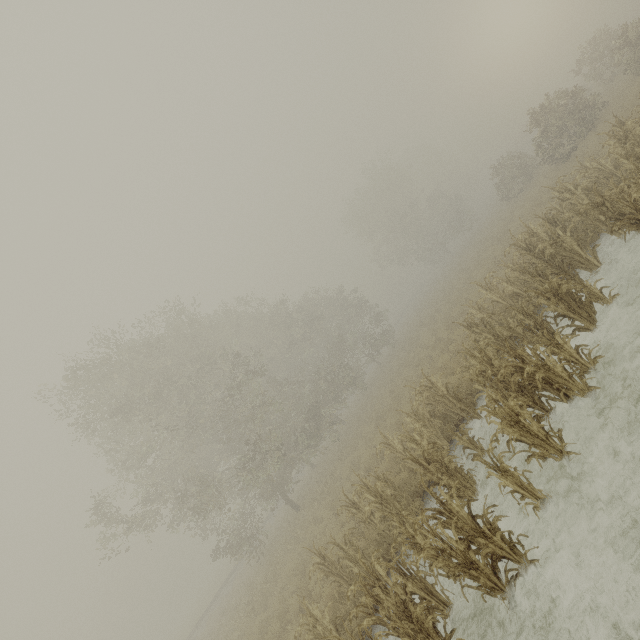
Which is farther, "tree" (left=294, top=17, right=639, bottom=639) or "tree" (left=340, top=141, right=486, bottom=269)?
"tree" (left=340, top=141, right=486, bottom=269)

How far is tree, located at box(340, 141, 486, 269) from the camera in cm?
4091

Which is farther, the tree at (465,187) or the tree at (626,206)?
the tree at (465,187)

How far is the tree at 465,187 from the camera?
40.9m

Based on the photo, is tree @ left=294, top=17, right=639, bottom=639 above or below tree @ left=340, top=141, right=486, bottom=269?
below

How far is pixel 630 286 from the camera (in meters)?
7.31
